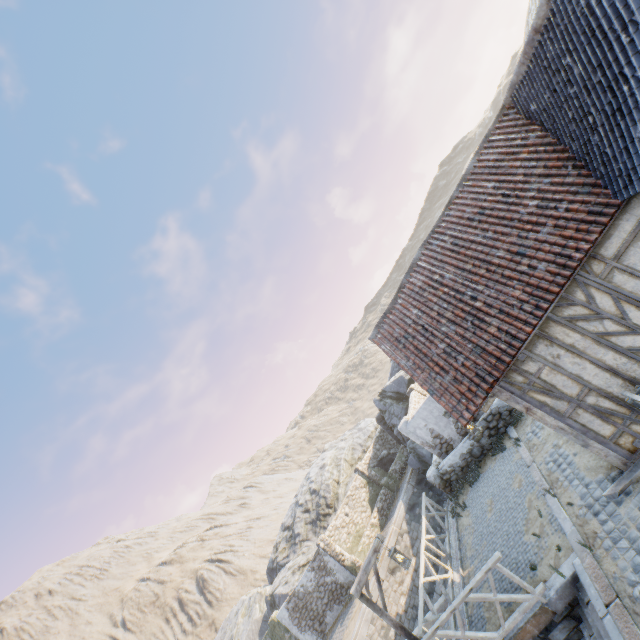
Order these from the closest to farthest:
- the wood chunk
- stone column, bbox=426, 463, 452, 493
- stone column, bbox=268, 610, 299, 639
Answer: the wood chunk < stone column, bbox=426, 463, 452, 493 < stone column, bbox=268, 610, 299, 639

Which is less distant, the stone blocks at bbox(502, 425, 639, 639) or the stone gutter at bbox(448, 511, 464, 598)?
the stone blocks at bbox(502, 425, 639, 639)

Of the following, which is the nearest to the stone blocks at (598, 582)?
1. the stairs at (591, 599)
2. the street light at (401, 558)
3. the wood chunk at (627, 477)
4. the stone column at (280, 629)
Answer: the stairs at (591, 599)

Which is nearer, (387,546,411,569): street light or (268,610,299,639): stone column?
(387,546,411,569): street light

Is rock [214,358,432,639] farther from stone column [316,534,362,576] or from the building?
the building

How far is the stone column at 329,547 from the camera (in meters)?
19.00

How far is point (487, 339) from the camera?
7.3 meters

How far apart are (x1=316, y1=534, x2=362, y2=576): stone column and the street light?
13.03m
